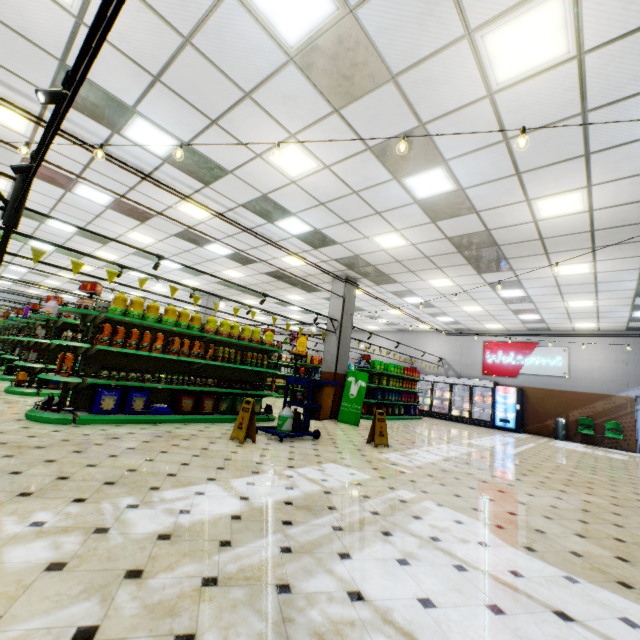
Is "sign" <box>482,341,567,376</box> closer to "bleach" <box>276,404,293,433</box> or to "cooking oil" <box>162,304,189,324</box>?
"bleach" <box>276,404,293,433</box>

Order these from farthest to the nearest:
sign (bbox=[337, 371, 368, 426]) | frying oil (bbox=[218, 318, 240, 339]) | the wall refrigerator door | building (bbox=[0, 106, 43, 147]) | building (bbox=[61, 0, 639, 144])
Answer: the wall refrigerator door < sign (bbox=[337, 371, 368, 426]) < frying oil (bbox=[218, 318, 240, 339]) < building (bbox=[0, 106, 43, 147]) < building (bbox=[61, 0, 639, 144])

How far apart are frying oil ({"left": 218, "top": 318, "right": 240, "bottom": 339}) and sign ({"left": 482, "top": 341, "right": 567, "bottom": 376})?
14.22m

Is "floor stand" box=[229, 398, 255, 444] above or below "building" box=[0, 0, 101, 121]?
below

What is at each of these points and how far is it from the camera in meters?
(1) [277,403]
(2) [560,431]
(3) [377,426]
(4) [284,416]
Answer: (1) building, 14.1
(2) trash can, 14.1
(3) floor stand, 7.0
(4) bleach, 6.5

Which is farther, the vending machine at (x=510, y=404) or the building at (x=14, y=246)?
the vending machine at (x=510, y=404)

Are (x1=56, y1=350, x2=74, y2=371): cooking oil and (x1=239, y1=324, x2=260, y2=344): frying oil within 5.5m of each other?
yes
